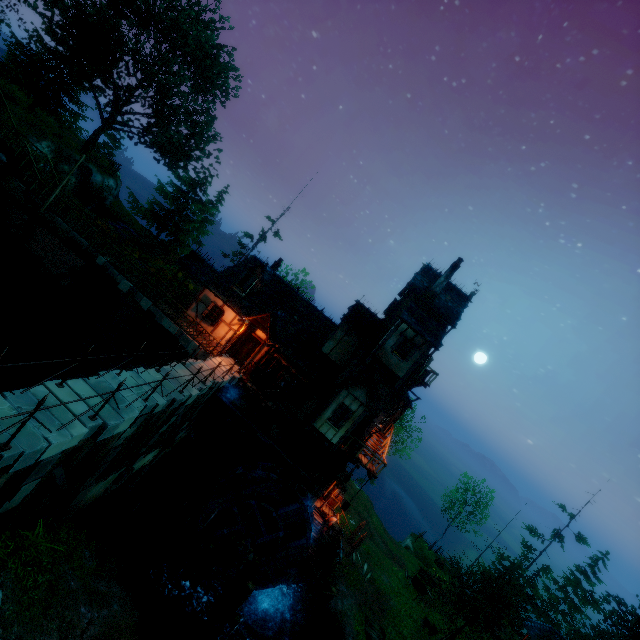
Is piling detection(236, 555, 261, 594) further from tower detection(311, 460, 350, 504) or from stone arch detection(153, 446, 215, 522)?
tower detection(311, 460, 350, 504)

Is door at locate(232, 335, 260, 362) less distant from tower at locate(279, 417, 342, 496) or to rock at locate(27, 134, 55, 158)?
tower at locate(279, 417, 342, 496)

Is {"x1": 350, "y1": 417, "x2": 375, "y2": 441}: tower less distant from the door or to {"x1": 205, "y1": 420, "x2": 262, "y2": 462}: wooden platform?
{"x1": 205, "y1": 420, "x2": 262, "y2": 462}: wooden platform

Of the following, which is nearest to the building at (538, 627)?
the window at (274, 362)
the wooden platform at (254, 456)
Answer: the wooden platform at (254, 456)

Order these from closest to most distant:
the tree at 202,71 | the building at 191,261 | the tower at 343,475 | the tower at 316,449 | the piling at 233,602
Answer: the piling at 233,602, the building at 191,261, the tower at 343,475, the tower at 316,449, the tree at 202,71

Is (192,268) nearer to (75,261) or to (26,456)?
(75,261)

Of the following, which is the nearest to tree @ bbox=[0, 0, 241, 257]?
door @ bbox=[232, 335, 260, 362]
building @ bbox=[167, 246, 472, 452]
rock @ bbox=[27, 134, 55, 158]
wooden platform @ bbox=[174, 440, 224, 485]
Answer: rock @ bbox=[27, 134, 55, 158]

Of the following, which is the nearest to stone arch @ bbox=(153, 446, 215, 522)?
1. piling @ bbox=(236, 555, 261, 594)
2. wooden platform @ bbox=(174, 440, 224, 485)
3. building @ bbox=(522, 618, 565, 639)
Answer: wooden platform @ bbox=(174, 440, 224, 485)
